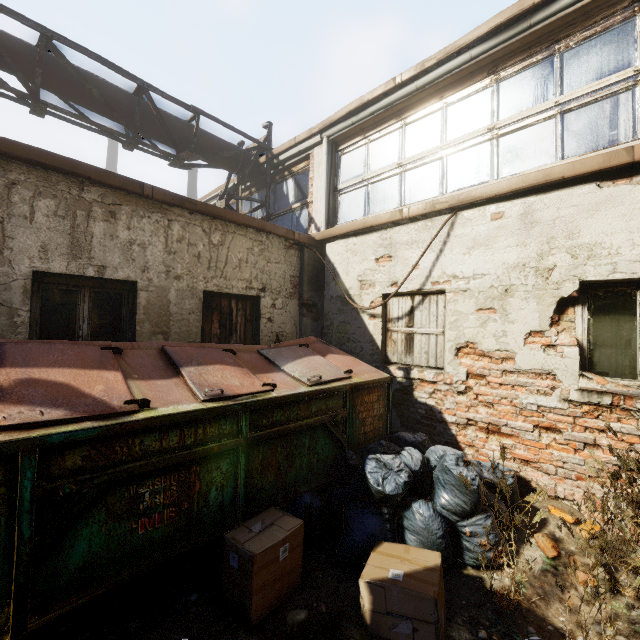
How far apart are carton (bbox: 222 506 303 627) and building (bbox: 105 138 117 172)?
35.7m

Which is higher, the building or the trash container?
the building

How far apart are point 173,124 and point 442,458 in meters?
7.6

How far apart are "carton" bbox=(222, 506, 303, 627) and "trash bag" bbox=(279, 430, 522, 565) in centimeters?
33cm

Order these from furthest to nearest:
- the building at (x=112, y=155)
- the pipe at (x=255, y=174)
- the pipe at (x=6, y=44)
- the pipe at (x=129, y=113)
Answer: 1. the building at (x=112, y=155)
2. the pipe at (x=255, y=174)
3. the pipe at (x=129, y=113)
4. the pipe at (x=6, y=44)

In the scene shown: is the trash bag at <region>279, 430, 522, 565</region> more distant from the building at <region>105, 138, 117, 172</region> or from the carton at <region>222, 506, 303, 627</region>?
the building at <region>105, 138, 117, 172</region>

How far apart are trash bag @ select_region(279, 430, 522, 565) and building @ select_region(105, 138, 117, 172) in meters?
35.4

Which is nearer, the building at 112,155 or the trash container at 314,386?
the trash container at 314,386
